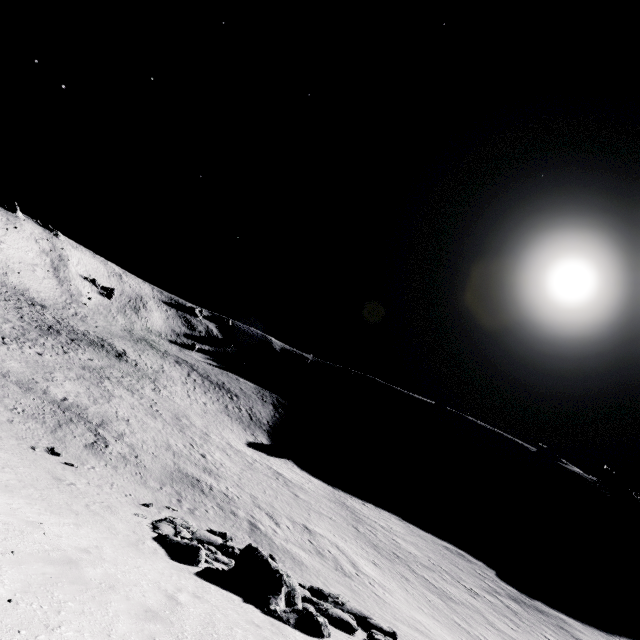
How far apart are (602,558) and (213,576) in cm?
7929
